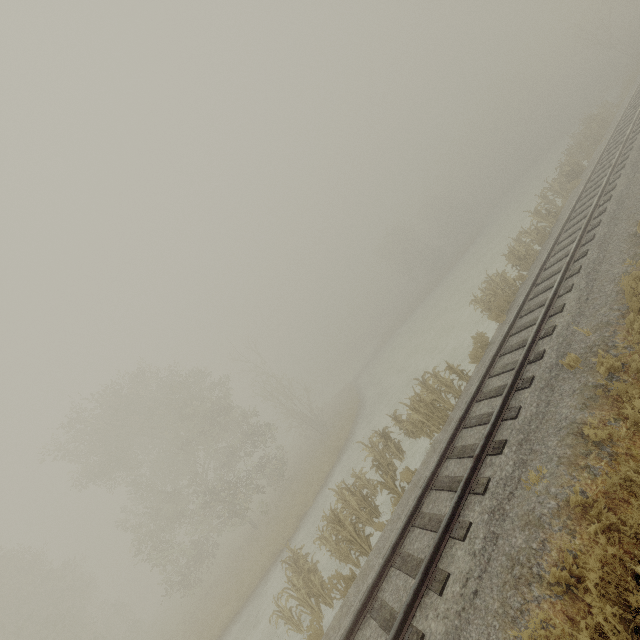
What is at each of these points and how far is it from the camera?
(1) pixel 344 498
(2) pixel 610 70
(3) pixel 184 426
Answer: (1) tree, 11.2m
(2) tree, 55.0m
(3) tree, 24.9m

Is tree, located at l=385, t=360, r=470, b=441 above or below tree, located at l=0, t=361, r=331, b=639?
below

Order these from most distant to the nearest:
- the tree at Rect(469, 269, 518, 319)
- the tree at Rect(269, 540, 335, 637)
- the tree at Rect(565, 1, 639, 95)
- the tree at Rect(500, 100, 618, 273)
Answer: the tree at Rect(565, 1, 639, 95) < the tree at Rect(500, 100, 618, 273) < the tree at Rect(469, 269, 518, 319) < the tree at Rect(269, 540, 335, 637)

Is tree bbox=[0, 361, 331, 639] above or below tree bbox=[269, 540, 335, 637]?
above

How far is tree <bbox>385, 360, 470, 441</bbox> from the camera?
11.8 meters

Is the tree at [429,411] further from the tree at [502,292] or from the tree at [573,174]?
the tree at [573,174]

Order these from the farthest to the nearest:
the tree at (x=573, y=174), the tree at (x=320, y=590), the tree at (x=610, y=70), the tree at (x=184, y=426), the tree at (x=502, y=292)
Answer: the tree at (x=610, y=70), the tree at (x=184, y=426), the tree at (x=573, y=174), the tree at (x=502, y=292), the tree at (x=320, y=590)

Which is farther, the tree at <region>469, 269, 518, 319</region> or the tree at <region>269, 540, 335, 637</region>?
the tree at <region>469, 269, 518, 319</region>
